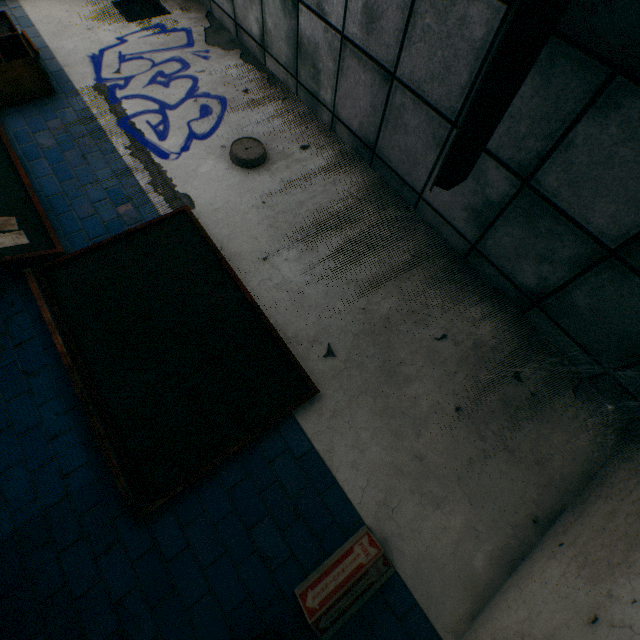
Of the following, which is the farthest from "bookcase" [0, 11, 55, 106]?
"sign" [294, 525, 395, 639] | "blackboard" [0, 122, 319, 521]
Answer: "sign" [294, 525, 395, 639]

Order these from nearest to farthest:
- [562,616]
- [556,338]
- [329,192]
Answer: [562,616], [556,338], [329,192]

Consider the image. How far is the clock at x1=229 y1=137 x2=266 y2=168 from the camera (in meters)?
3.08

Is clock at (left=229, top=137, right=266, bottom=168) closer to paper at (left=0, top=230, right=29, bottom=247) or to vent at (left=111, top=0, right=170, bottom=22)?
paper at (left=0, top=230, right=29, bottom=247)

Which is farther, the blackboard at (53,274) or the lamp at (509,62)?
the blackboard at (53,274)

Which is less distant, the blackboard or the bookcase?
the blackboard

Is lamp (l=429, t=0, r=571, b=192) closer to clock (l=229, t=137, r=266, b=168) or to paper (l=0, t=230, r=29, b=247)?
clock (l=229, t=137, r=266, b=168)

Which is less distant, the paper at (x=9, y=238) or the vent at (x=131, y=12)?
the paper at (x=9, y=238)
